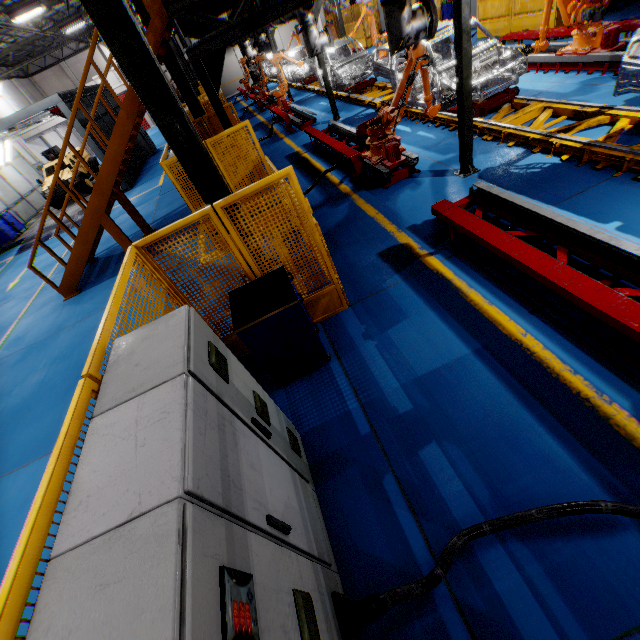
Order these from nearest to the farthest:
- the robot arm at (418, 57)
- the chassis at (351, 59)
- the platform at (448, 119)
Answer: the robot arm at (418, 57), the platform at (448, 119), the chassis at (351, 59)

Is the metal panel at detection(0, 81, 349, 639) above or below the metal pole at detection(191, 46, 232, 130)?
below

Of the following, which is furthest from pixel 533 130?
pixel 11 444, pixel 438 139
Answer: pixel 11 444

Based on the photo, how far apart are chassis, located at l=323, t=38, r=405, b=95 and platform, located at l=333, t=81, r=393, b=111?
0.01m

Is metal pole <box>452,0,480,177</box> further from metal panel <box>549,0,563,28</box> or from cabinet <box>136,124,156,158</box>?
cabinet <box>136,124,156,158</box>

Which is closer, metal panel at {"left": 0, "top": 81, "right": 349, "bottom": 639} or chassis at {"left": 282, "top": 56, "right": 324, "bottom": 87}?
metal panel at {"left": 0, "top": 81, "right": 349, "bottom": 639}

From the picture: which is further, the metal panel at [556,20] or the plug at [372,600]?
the metal panel at [556,20]

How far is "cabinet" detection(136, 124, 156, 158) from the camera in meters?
21.8
